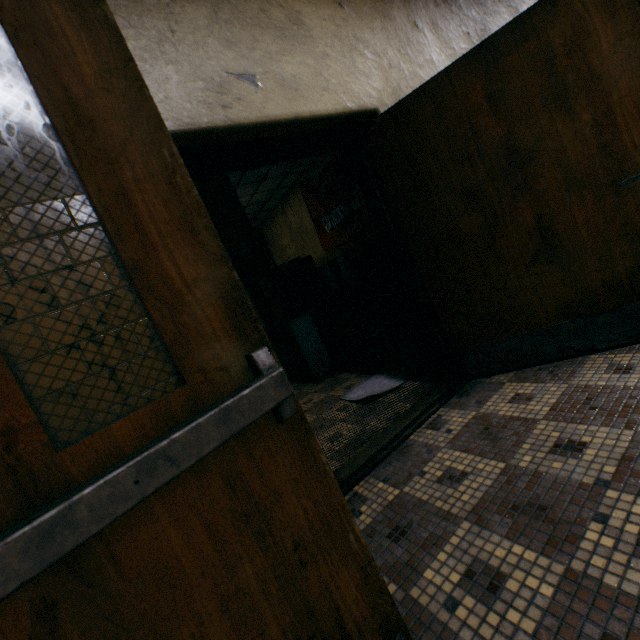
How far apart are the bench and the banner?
3.74m

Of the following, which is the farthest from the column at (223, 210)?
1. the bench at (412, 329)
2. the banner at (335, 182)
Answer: the bench at (412, 329)

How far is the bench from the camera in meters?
3.1

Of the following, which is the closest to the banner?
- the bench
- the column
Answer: the column

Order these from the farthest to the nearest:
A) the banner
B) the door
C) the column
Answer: the banner, the column, the door

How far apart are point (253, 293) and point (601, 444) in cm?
420

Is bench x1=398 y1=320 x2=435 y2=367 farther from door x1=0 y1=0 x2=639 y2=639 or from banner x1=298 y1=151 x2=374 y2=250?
banner x1=298 y1=151 x2=374 y2=250

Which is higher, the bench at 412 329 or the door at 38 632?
the bench at 412 329
